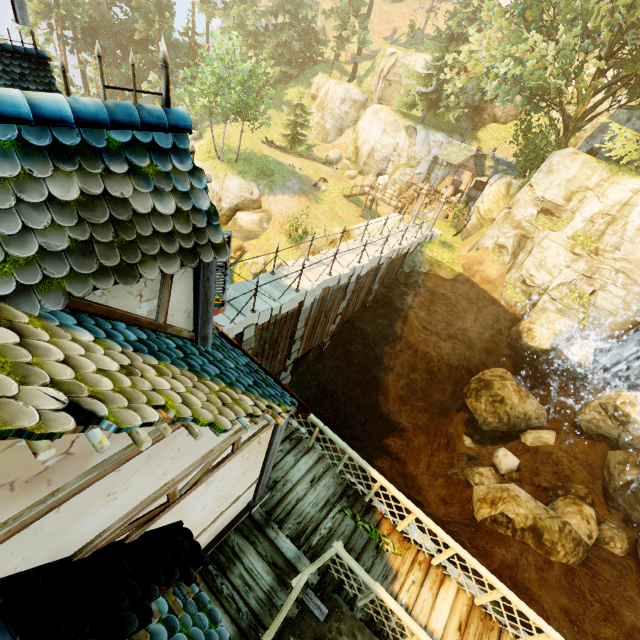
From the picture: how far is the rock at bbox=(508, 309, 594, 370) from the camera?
15.5 meters

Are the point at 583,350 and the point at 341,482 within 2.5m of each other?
no

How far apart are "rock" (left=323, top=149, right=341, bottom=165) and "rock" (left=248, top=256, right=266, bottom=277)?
21.22m

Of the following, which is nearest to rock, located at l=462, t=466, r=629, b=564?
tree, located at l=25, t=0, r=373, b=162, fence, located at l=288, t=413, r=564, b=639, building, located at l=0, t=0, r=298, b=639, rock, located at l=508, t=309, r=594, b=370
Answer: rock, located at l=508, t=309, r=594, b=370

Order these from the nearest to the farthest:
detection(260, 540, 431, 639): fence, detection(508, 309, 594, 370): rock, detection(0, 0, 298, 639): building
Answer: detection(0, 0, 298, 639): building
detection(260, 540, 431, 639): fence
detection(508, 309, 594, 370): rock

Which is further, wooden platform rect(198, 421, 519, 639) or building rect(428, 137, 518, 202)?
building rect(428, 137, 518, 202)

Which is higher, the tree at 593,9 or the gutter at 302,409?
the tree at 593,9

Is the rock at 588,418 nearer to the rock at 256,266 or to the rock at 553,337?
the rock at 553,337
